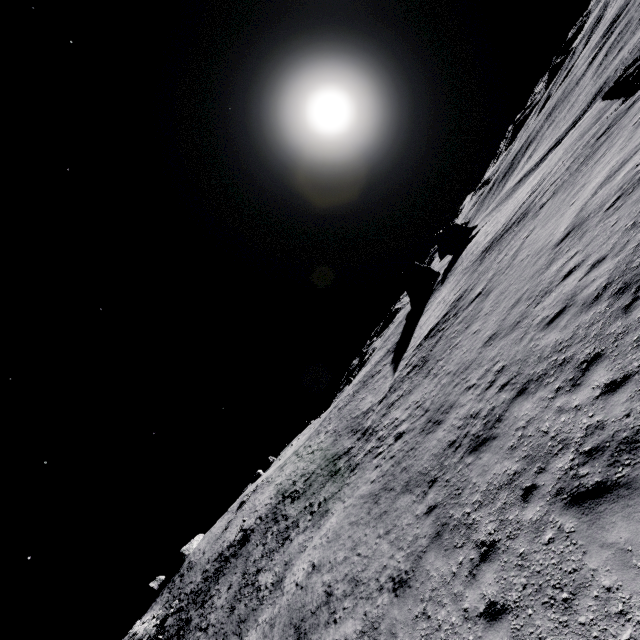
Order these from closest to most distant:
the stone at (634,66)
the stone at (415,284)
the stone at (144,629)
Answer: the stone at (634,66)
the stone at (144,629)
the stone at (415,284)

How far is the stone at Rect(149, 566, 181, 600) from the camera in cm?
5822

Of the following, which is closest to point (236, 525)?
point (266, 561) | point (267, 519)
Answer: point (267, 519)

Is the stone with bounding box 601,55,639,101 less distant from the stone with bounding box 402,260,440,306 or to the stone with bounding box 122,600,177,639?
the stone with bounding box 402,260,440,306

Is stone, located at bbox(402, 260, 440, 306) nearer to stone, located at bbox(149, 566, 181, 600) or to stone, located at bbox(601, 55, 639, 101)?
stone, located at bbox(601, 55, 639, 101)

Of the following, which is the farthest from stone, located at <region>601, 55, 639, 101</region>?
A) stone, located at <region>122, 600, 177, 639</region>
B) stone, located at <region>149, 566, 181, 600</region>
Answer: stone, located at <region>149, 566, 181, 600</region>

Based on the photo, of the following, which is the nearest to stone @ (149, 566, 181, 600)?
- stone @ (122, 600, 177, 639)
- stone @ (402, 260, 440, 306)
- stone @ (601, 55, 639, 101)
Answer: stone @ (122, 600, 177, 639)

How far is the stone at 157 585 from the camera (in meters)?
58.22
